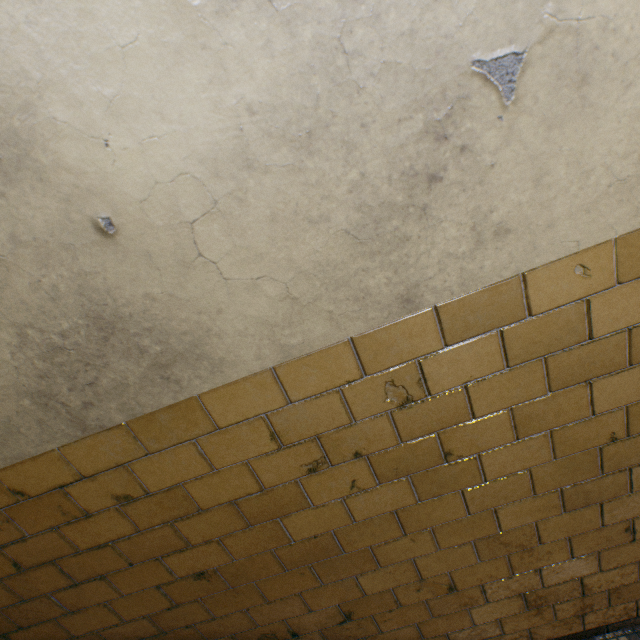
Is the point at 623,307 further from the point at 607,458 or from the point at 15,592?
the point at 15,592
